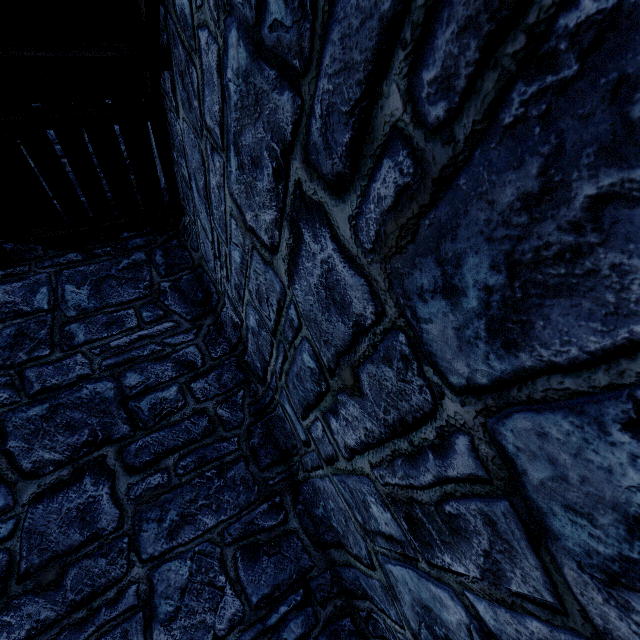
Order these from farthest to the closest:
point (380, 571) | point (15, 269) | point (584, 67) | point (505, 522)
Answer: point (15, 269), point (380, 571), point (505, 522), point (584, 67)
